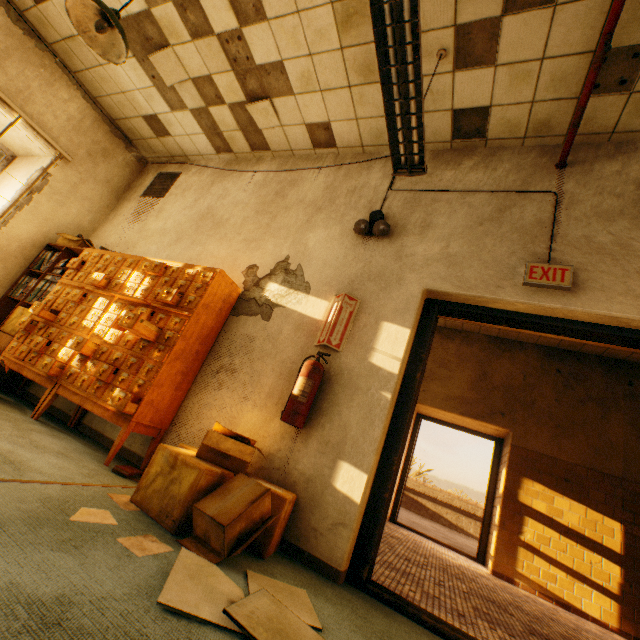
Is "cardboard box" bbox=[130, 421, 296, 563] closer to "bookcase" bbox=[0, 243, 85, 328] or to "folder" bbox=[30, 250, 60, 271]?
"bookcase" bbox=[0, 243, 85, 328]

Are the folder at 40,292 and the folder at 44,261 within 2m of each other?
yes

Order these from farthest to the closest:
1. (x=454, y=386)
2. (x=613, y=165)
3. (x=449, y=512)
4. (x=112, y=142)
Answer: (x=449, y=512) → (x=454, y=386) → (x=112, y=142) → (x=613, y=165)

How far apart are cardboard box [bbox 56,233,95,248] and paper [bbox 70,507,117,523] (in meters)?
3.97

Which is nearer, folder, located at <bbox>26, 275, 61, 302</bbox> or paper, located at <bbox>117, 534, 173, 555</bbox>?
paper, located at <bbox>117, 534, 173, 555</bbox>

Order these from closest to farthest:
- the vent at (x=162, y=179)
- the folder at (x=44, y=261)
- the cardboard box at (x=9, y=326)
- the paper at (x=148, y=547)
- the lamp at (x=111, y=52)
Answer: the paper at (x=148, y=547), the lamp at (x=111, y=52), the cardboard box at (x=9, y=326), the folder at (x=44, y=261), the vent at (x=162, y=179)

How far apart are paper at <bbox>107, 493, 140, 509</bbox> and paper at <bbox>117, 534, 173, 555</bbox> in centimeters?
36cm

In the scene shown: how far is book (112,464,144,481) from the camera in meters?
2.3 m
